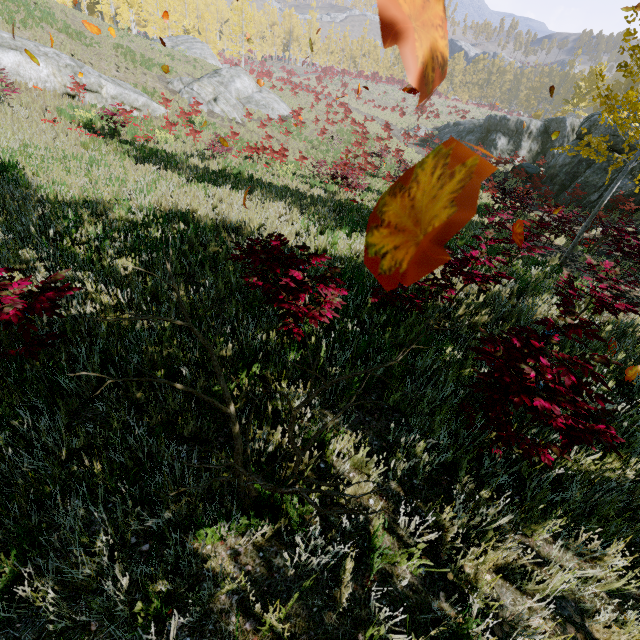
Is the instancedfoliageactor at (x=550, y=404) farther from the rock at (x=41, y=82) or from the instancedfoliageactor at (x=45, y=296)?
the rock at (x=41, y=82)

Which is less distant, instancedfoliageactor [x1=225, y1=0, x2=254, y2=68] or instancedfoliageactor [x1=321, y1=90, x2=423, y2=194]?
instancedfoliageactor [x1=321, y1=90, x2=423, y2=194]

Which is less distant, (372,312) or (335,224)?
(372,312)

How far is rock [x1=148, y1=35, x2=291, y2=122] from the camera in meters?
23.0 m

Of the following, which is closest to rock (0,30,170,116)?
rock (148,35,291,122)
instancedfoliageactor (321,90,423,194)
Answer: instancedfoliageactor (321,90,423,194)

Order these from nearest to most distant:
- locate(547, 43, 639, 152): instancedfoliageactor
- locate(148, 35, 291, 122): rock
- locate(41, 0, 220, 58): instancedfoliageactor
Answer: locate(547, 43, 639, 152): instancedfoliageactor
locate(148, 35, 291, 122): rock
locate(41, 0, 220, 58): instancedfoliageactor

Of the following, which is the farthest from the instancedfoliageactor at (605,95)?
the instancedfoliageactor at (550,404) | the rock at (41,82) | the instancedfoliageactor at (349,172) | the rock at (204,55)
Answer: the rock at (204,55)

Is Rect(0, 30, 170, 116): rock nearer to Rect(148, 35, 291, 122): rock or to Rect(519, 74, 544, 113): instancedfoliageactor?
Rect(519, 74, 544, 113): instancedfoliageactor
